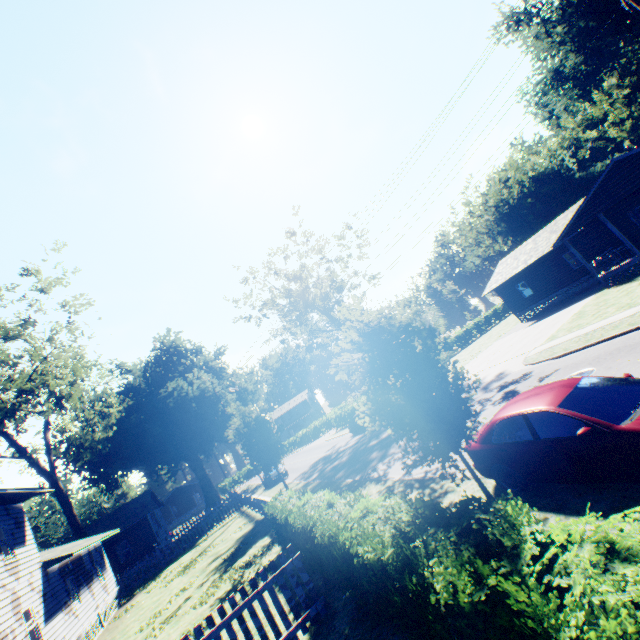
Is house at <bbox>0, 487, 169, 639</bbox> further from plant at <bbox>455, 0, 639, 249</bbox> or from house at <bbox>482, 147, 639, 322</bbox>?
house at <bbox>482, 147, 639, 322</bbox>

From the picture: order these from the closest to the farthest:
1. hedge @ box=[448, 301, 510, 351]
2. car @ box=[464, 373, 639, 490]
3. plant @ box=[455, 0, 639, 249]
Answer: car @ box=[464, 373, 639, 490] → plant @ box=[455, 0, 639, 249] → hedge @ box=[448, 301, 510, 351]

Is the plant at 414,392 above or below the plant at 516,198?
below

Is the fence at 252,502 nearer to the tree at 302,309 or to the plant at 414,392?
the plant at 414,392

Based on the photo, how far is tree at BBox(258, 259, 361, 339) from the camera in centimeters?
3519cm

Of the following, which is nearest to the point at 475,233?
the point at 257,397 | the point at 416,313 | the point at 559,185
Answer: the point at 559,185

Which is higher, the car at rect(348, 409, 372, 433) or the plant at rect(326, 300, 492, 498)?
the plant at rect(326, 300, 492, 498)

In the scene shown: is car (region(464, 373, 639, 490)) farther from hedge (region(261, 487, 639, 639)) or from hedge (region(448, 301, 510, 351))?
hedge (region(448, 301, 510, 351))
